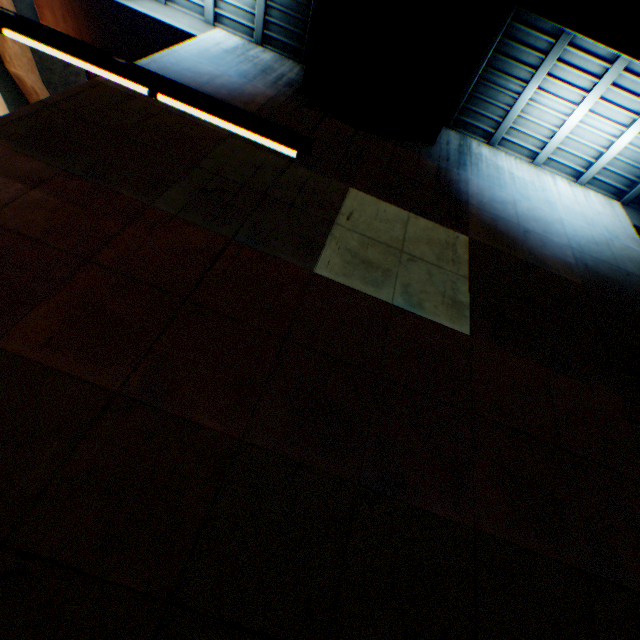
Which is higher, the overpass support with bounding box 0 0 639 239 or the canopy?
the overpass support with bounding box 0 0 639 239

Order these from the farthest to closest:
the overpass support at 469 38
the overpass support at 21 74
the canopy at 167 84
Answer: the overpass support at 21 74 → the overpass support at 469 38 → the canopy at 167 84

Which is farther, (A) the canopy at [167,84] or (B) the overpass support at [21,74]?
(B) the overpass support at [21,74]

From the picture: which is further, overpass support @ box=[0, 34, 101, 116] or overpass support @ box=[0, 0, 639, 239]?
overpass support @ box=[0, 34, 101, 116]

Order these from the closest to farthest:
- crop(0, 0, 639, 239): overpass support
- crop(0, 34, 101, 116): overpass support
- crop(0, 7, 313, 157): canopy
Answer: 1. crop(0, 7, 313, 157): canopy
2. crop(0, 0, 639, 239): overpass support
3. crop(0, 34, 101, 116): overpass support

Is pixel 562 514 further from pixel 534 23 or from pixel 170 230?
pixel 534 23

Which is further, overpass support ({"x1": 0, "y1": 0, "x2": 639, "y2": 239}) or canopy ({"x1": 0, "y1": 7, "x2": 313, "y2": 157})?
overpass support ({"x1": 0, "y1": 0, "x2": 639, "y2": 239})
